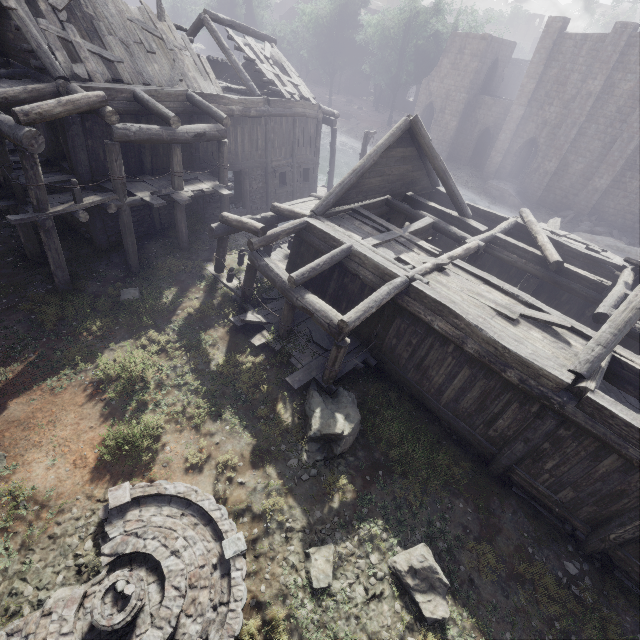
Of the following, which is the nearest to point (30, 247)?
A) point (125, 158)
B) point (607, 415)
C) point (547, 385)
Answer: point (125, 158)

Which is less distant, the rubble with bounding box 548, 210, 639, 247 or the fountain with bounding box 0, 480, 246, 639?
the fountain with bounding box 0, 480, 246, 639

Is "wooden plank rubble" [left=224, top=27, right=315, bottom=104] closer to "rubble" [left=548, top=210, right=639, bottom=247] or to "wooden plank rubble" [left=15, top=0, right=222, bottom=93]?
"wooden plank rubble" [left=15, top=0, right=222, bottom=93]

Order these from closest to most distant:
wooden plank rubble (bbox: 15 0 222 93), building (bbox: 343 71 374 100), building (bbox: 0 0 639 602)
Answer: building (bbox: 0 0 639 602) < wooden plank rubble (bbox: 15 0 222 93) < building (bbox: 343 71 374 100)

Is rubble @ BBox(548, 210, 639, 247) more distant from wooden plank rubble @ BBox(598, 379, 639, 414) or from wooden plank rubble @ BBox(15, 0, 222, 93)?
wooden plank rubble @ BBox(15, 0, 222, 93)

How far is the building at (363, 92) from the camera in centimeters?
5557cm

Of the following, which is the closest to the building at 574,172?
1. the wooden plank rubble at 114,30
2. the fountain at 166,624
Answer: the wooden plank rubble at 114,30

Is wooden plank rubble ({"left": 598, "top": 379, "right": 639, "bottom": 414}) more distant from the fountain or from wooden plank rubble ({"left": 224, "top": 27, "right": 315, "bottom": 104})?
wooden plank rubble ({"left": 224, "top": 27, "right": 315, "bottom": 104})
